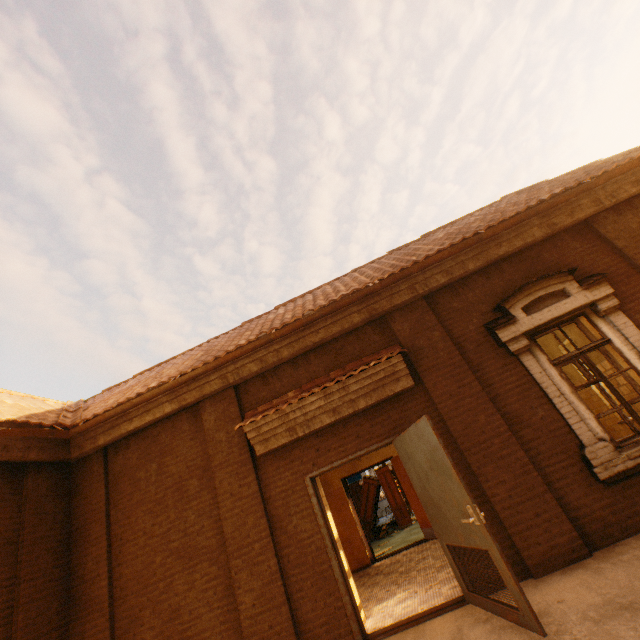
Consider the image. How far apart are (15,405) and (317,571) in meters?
6.3

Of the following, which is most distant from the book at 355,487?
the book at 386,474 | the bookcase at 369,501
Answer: the bookcase at 369,501

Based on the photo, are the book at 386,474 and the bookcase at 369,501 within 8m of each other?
yes

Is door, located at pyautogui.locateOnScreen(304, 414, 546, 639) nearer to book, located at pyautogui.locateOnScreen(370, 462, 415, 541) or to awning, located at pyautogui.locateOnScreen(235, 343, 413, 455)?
awning, located at pyautogui.locateOnScreen(235, 343, 413, 455)

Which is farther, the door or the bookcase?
the bookcase

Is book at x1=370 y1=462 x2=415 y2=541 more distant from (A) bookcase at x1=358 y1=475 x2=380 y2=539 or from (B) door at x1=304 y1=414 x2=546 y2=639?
(B) door at x1=304 y1=414 x2=546 y2=639

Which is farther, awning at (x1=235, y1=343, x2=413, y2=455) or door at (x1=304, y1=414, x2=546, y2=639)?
awning at (x1=235, y1=343, x2=413, y2=455)

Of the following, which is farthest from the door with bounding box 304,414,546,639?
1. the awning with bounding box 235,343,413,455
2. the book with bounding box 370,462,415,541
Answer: the book with bounding box 370,462,415,541
